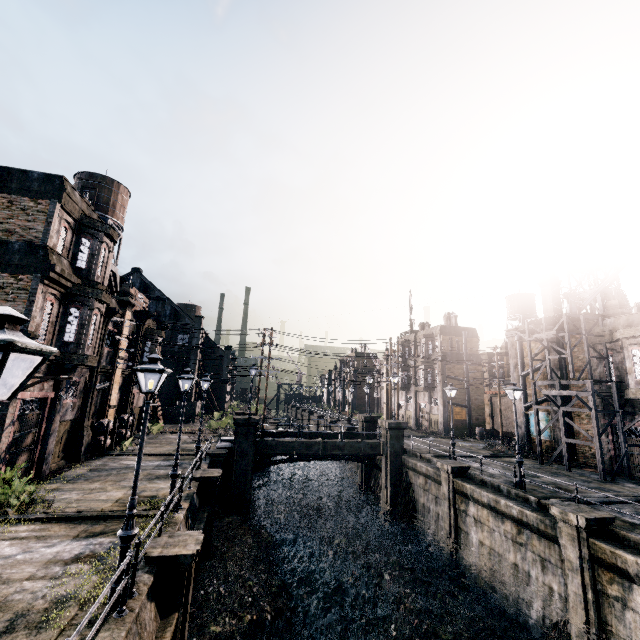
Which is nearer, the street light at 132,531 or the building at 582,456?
the street light at 132,531

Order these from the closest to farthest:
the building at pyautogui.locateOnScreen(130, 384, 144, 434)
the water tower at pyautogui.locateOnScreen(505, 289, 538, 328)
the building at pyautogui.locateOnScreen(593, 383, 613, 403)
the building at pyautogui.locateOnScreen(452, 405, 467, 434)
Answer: the building at pyautogui.locateOnScreen(593, 383, 613, 403) < the building at pyautogui.locateOnScreen(130, 384, 144, 434) < the building at pyautogui.locateOnScreen(452, 405, 467, 434) < the water tower at pyautogui.locateOnScreen(505, 289, 538, 328)

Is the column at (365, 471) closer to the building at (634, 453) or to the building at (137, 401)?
the building at (137, 401)

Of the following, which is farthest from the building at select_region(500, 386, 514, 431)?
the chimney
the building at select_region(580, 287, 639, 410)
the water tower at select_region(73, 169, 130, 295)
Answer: the water tower at select_region(73, 169, 130, 295)

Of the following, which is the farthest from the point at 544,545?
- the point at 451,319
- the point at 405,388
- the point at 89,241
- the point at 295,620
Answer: the point at 405,388

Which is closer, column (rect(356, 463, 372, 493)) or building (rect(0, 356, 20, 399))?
building (rect(0, 356, 20, 399))

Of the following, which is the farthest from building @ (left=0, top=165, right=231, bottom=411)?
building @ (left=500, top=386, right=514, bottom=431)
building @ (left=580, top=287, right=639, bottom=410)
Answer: building @ (left=500, top=386, right=514, bottom=431)

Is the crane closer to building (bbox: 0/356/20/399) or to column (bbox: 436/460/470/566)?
column (bbox: 436/460/470/566)
